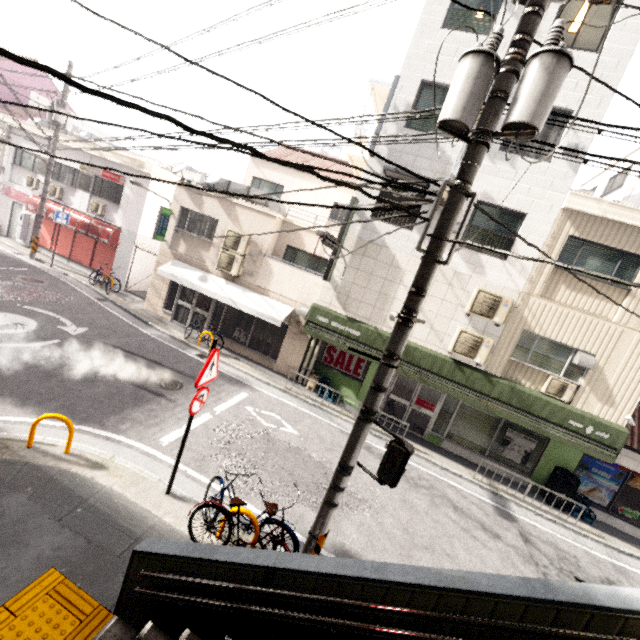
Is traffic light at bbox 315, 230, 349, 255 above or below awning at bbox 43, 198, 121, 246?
above

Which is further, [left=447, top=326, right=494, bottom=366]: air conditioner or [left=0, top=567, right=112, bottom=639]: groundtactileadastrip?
[left=447, top=326, right=494, bottom=366]: air conditioner

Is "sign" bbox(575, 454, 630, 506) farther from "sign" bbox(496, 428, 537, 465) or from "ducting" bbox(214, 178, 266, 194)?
"ducting" bbox(214, 178, 266, 194)

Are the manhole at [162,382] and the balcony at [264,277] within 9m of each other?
yes

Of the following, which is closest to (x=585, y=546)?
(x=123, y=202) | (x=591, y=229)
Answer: (x=591, y=229)

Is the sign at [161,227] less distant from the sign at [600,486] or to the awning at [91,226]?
the awning at [91,226]

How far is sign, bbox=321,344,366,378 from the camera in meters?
12.5 m

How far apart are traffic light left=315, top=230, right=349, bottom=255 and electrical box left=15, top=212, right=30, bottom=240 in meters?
18.6 m
